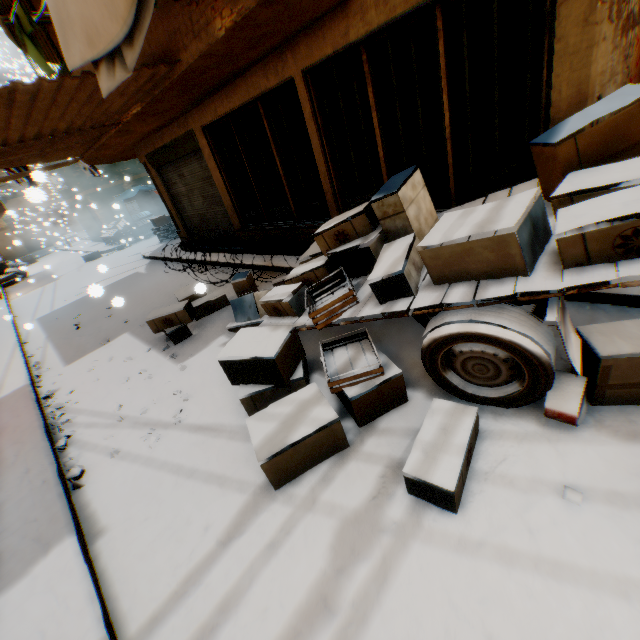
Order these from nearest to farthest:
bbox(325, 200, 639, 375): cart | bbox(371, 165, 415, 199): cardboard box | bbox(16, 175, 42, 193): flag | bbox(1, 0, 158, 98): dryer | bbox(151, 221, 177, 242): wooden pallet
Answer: bbox(325, 200, 639, 375): cart
bbox(1, 0, 158, 98): dryer
bbox(371, 165, 415, 199): cardboard box
bbox(16, 175, 42, 193): flag
bbox(151, 221, 177, 242): wooden pallet

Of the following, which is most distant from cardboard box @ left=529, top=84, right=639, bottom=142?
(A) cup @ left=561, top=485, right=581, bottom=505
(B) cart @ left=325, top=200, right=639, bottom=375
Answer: (A) cup @ left=561, top=485, right=581, bottom=505

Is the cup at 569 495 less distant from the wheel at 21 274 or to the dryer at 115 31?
the dryer at 115 31

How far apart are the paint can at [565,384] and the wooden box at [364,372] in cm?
126

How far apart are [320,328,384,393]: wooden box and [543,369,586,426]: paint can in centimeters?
126cm

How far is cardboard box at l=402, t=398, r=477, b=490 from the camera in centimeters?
212cm

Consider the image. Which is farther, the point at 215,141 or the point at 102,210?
the point at 102,210

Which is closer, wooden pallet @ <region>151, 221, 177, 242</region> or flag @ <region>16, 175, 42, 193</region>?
flag @ <region>16, 175, 42, 193</region>
